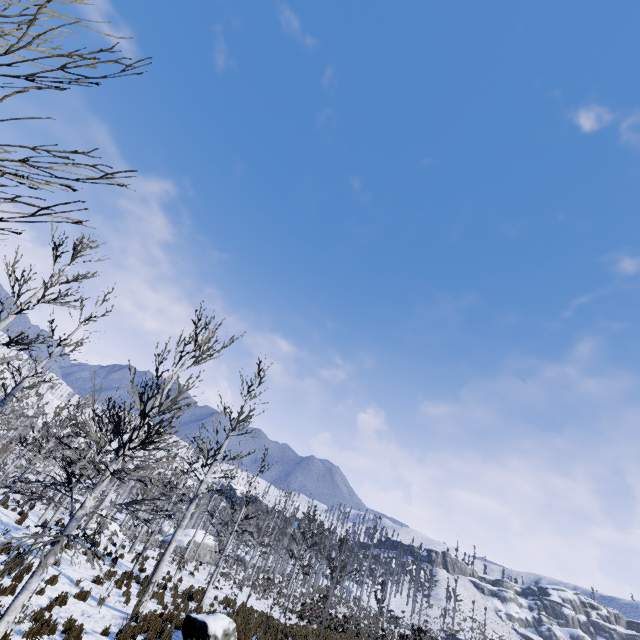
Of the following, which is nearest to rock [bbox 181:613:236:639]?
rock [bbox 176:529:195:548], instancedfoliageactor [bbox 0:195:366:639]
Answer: instancedfoliageactor [bbox 0:195:366:639]

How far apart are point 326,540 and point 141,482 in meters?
60.2 m

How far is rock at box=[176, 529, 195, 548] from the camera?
43.7m

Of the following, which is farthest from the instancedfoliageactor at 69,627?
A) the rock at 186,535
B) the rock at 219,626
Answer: the rock at 186,535

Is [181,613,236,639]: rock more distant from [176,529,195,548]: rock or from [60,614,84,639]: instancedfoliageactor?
[176,529,195,548]: rock
